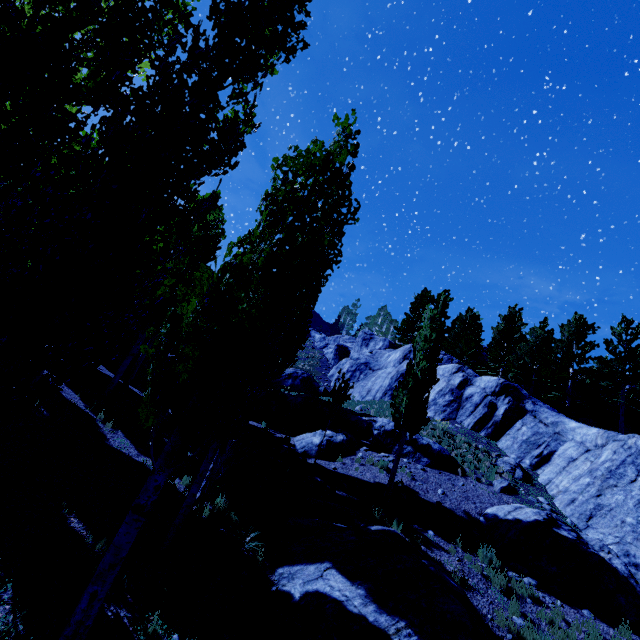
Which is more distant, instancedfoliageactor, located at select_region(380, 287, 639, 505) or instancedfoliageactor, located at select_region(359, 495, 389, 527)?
instancedfoliageactor, located at select_region(380, 287, 639, 505)

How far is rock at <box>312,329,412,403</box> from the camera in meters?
28.6

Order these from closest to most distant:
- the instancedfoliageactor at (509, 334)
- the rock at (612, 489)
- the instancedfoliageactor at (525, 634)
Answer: the instancedfoliageactor at (525, 634), the rock at (612, 489), the instancedfoliageactor at (509, 334)

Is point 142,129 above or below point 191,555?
above

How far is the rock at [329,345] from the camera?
28.58m

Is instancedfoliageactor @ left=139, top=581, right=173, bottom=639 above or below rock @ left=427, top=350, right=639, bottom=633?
below

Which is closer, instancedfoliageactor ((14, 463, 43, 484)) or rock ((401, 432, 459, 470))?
instancedfoliageactor ((14, 463, 43, 484))

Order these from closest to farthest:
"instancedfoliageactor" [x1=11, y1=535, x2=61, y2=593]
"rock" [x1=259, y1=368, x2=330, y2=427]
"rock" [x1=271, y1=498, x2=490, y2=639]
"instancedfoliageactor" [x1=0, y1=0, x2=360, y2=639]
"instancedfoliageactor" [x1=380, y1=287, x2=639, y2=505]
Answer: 1. "instancedfoliageactor" [x1=0, y1=0, x2=360, y2=639]
2. "instancedfoliageactor" [x1=11, y1=535, x2=61, y2=593]
3. "rock" [x1=271, y1=498, x2=490, y2=639]
4. "instancedfoliageactor" [x1=380, y1=287, x2=639, y2=505]
5. "rock" [x1=259, y1=368, x2=330, y2=427]
